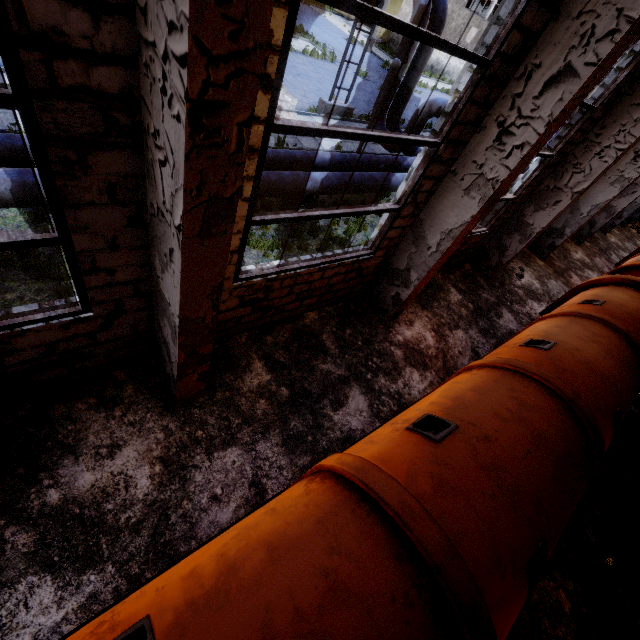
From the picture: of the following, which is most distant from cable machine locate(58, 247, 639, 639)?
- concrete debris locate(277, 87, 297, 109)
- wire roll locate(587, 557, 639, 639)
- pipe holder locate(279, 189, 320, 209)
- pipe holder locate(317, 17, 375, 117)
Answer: pipe holder locate(317, 17, 375, 117)

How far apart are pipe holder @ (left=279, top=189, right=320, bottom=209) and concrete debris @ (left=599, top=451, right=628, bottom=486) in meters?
7.9

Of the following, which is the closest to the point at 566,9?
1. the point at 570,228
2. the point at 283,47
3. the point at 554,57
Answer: the point at 554,57

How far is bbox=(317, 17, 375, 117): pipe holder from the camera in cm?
1304

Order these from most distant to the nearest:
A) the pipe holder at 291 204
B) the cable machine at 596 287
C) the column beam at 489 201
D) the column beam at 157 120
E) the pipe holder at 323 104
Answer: the pipe holder at 323 104 → the pipe holder at 291 204 → the column beam at 489 201 → the cable machine at 596 287 → the column beam at 157 120

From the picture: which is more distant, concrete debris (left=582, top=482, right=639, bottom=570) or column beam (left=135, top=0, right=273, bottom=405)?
concrete debris (left=582, top=482, right=639, bottom=570)

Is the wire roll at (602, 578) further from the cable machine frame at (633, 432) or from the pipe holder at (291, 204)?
the pipe holder at (291, 204)

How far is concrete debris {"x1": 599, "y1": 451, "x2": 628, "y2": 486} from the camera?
6.4m
